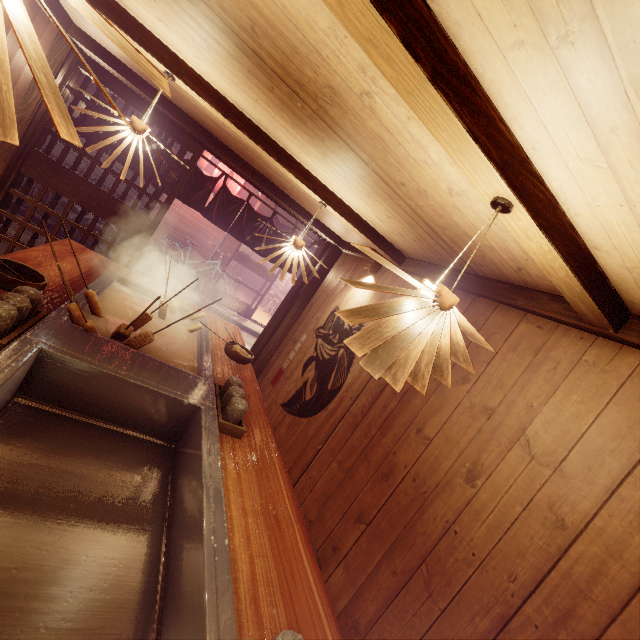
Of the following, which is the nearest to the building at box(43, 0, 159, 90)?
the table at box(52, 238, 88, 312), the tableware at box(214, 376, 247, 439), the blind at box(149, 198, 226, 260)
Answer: the table at box(52, 238, 88, 312)

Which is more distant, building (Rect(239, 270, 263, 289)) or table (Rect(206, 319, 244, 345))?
building (Rect(239, 270, 263, 289))

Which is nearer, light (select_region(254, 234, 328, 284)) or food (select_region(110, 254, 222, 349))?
food (select_region(110, 254, 222, 349))

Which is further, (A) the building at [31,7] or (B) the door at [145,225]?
(B) the door at [145,225]

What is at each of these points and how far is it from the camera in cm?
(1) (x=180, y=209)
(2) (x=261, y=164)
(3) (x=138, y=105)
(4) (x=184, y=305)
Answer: (1) blind, 1566
(2) building, 667
(3) door, 660
(4) table, 637

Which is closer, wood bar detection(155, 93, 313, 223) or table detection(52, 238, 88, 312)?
table detection(52, 238, 88, 312)

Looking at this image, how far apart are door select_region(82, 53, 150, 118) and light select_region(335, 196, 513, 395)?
6.75m

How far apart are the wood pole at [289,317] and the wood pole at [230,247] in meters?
9.5
